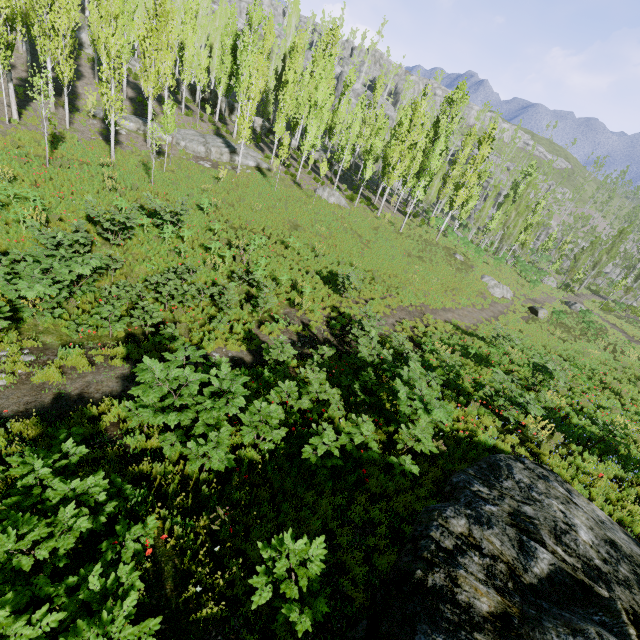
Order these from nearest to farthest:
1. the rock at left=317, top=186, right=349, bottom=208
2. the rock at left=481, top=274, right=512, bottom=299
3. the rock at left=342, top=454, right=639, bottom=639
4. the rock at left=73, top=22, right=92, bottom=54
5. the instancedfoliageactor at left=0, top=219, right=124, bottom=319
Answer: the rock at left=342, top=454, right=639, bottom=639
the instancedfoliageactor at left=0, top=219, right=124, bottom=319
the rock at left=317, top=186, right=349, bottom=208
the rock at left=481, top=274, right=512, bottom=299
the rock at left=73, top=22, right=92, bottom=54

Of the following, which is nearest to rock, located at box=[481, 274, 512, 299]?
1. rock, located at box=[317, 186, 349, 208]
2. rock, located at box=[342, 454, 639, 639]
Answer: rock, located at box=[317, 186, 349, 208]

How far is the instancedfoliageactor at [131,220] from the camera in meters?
12.3 m

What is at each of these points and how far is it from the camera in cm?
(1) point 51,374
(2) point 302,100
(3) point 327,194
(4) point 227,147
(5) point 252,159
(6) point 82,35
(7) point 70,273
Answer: (1) instancedfoliageactor, 771
(2) instancedfoliageactor, 3616
(3) rock, 3102
(4) rock, 2877
(5) rock, 3064
(6) rock, 3422
(7) instancedfoliageactor, 955

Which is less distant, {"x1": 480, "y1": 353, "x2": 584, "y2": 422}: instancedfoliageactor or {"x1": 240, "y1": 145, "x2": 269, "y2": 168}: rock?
{"x1": 480, "y1": 353, "x2": 584, "y2": 422}: instancedfoliageactor

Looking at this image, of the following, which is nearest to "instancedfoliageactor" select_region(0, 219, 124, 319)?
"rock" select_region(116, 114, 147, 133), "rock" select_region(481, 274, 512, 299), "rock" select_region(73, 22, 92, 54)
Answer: "rock" select_region(73, 22, 92, 54)
